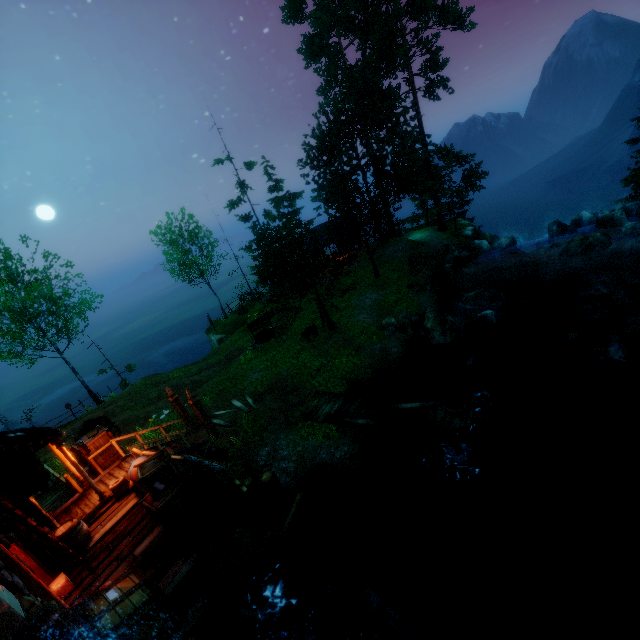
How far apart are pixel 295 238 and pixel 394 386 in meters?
10.5

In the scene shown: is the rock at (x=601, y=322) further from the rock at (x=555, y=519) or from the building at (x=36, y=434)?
the building at (x=36, y=434)

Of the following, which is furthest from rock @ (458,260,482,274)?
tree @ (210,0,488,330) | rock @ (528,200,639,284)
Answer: tree @ (210,0,488,330)

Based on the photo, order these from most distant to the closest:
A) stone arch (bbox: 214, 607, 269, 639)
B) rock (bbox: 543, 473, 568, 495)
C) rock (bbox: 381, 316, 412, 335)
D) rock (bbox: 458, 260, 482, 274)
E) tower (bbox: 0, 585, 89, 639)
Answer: rock (bbox: 458, 260, 482, 274)
rock (bbox: 381, 316, 412, 335)
rock (bbox: 543, 473, 568, 495)
stone arch (bbox: 214, 607, 269, 639)
tower (bbox: 0, 585, 89, 639)

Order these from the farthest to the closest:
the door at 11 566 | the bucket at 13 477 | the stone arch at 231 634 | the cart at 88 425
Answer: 1. the cart at 88 425
2. the stone arch at 231 634
3. the door at 11 566
4. the bucket at 13 477

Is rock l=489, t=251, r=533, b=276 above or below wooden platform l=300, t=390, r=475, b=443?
below

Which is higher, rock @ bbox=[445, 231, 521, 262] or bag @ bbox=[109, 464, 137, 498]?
bag @ bbox=[109, 464, 137, 498]

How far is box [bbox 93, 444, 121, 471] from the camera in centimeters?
1174cm
